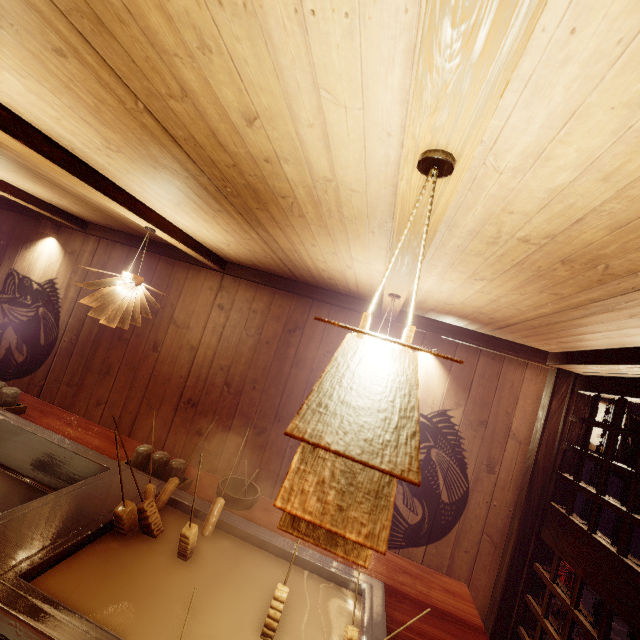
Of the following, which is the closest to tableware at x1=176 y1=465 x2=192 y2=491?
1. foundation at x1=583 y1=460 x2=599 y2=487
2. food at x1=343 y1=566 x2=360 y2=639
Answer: food at x1=343 y1=566 x2=360 y2=639

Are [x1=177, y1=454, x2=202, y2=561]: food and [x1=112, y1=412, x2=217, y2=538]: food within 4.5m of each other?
yes

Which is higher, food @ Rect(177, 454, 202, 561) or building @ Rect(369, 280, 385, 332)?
building @ Rect(369, 280, 385, 332)

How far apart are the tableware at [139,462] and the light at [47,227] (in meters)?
6.48

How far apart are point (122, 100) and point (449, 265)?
2.8m

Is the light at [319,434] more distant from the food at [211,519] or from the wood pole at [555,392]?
the wood pole at [555,392]

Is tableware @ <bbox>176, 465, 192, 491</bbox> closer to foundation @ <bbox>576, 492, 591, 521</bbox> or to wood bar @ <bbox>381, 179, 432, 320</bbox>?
wood bar @ <bbox>381, 179, 432, 320</bbox>

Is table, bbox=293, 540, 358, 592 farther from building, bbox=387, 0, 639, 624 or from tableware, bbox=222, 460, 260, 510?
building, bbox=387, 0, 639, 624
